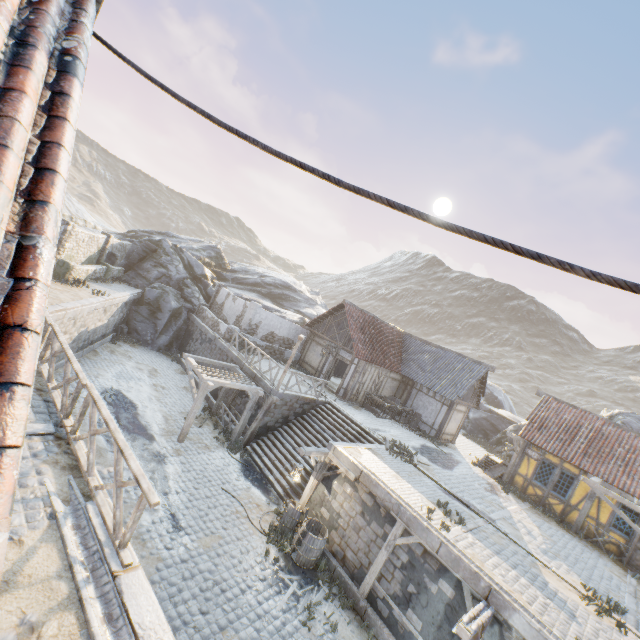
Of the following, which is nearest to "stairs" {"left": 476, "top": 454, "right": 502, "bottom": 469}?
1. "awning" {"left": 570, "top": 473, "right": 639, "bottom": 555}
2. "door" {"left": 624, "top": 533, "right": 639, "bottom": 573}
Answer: "awning" {"left": 570, "top": 473, "right": 639, "bottom": 555}

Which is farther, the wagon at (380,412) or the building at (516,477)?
the wagon at (380,412)

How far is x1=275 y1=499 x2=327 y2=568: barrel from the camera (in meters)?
10.36

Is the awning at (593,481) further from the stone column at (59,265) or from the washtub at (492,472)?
the stone column at (59,265)

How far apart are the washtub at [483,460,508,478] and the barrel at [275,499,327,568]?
12.33m

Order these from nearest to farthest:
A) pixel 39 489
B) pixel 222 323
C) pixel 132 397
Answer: pixel 39 489 < pixel 132 397 < pixel 222 323

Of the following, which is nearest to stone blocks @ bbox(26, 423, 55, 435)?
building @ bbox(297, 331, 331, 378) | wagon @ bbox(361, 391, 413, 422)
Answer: building @ bbox(297, 331, 331, 378)

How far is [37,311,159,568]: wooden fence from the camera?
4.6 meters
